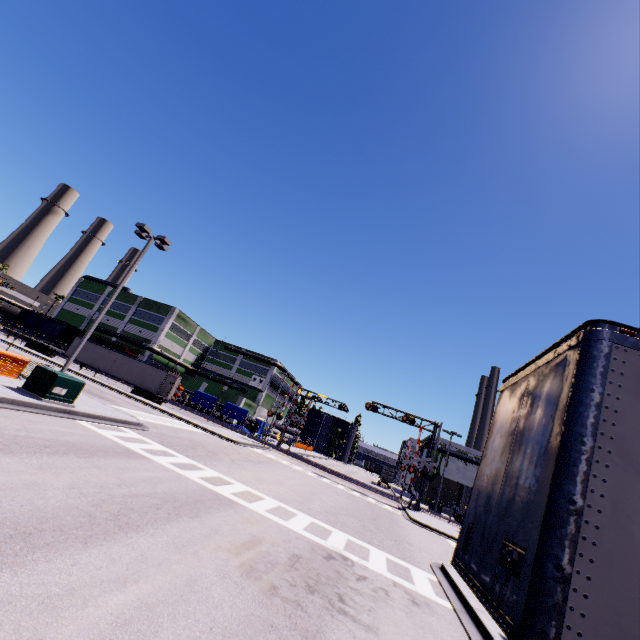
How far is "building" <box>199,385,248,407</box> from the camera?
57.9 meters

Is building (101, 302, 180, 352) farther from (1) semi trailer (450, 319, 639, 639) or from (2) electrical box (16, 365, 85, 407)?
(2) electrical box (16, 365, 85, 407)

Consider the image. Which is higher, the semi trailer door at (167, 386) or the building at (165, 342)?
the building at (165, 342)

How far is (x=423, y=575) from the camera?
10.73m

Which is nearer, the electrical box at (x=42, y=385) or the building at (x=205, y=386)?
the electrical box at (x=42, y=385)

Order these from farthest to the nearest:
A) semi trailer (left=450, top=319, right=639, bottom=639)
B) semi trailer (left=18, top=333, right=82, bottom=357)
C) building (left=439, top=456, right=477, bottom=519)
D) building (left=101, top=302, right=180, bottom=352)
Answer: building (left=101, top=302, right=180, bottom=352)
building (left=439, top=456, right=477, bottom=519)
semi trailer (left=18, top=333, right=82, bottom=357)
semi trailer (left=450, top=319, right=639, bottom=639)

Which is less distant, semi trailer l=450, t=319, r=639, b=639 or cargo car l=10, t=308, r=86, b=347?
semi trailer l=450, t=319, r=639, b=639
